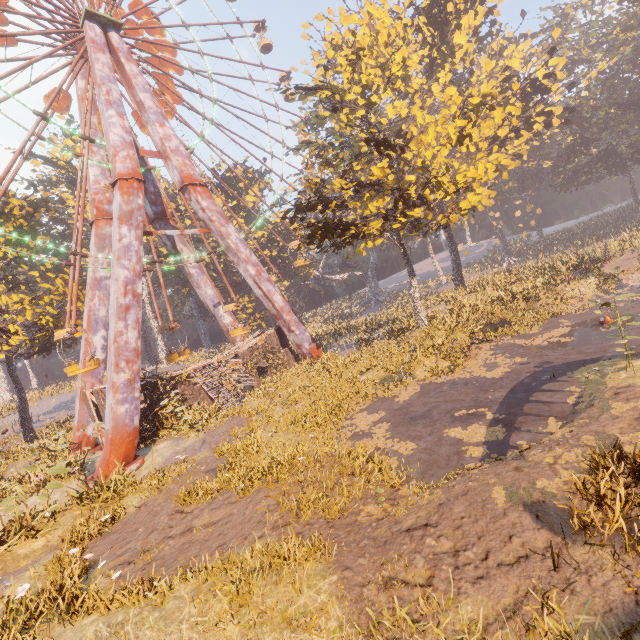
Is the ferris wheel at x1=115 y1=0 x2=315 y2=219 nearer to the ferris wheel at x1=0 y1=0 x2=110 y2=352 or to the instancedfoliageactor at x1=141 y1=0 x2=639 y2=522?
the ferris wheel at x1=0 y1=0 x2=110 y2=352

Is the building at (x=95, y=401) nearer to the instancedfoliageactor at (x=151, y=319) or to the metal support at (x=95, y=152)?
the instancedfoliageactor at (x=151, y=319)

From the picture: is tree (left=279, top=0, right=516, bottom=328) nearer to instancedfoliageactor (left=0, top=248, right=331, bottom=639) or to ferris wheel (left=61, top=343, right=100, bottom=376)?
ferris wheel (left=61, top=343, right=100, bottom=376)

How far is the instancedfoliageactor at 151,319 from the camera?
57.2m

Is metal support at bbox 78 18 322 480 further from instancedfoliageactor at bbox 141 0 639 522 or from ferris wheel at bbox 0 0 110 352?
instancedfoliageactor at bbox 141 0 639 522

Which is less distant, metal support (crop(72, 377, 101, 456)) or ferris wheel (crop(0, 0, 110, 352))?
ferris wheel (crop(0, 0, 110, 352))

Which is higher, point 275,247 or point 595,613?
point 275,247

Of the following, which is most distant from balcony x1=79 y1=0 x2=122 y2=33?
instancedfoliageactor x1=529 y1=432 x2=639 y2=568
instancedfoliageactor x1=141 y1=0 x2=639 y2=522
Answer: instancedfoliageactor x1=529 y1=432 x2=639 y2=568
